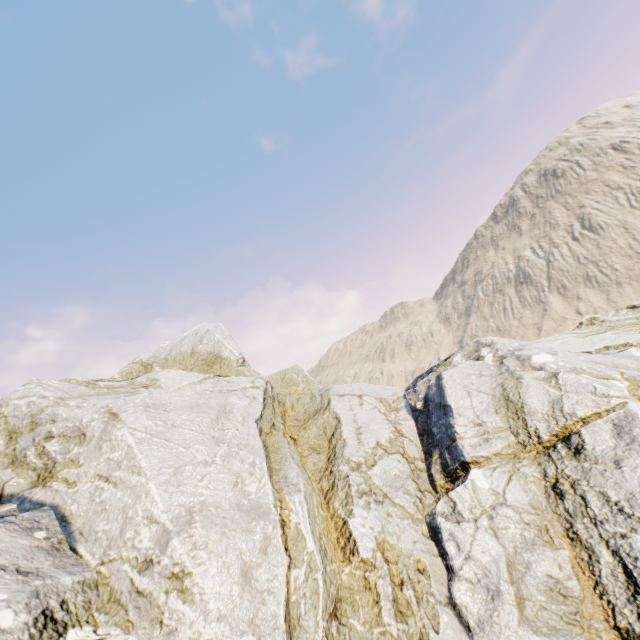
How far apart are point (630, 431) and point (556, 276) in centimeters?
6464cm
